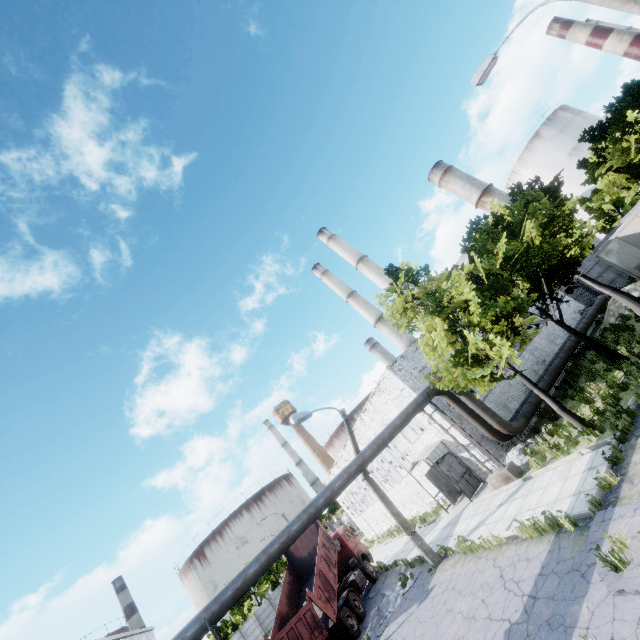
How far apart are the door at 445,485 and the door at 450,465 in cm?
170

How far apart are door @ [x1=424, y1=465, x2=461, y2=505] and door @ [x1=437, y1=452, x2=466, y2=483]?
1.7 meters

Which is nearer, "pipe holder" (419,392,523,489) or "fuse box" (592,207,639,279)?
"pipe holder" (419,392,523,489)

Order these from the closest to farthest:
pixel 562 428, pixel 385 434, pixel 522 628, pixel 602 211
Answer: pixel 522 628 < pixel 562 428 < pixel 385 434 < pixel 602 211

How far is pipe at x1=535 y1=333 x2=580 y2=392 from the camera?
17.9m

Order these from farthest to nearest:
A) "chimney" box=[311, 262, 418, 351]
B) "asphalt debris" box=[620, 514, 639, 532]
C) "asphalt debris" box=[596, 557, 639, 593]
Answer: "chimney" box=[311, 262, 418, 351]
"asphalt debris" box=[620, 514, 639, 532]
"asphalt debris" box=[596, 557, 639, 593]

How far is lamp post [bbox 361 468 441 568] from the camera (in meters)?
14.28

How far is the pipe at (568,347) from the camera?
17.9m
